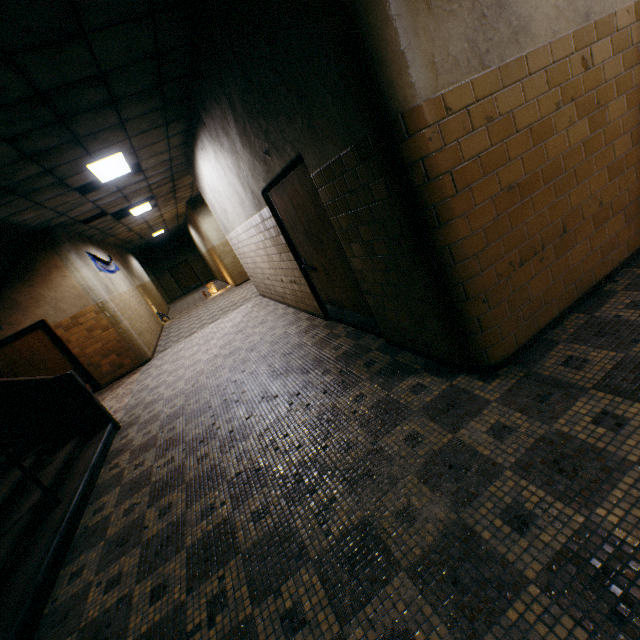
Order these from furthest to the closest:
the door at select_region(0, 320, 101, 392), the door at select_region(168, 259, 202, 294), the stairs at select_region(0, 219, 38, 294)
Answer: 1. the door at select_region(168, 259, 202, 294)
2. the door at select_region(0, 320, 101, 392)
3. the stairs at select_region(0, 219, 38, 294)

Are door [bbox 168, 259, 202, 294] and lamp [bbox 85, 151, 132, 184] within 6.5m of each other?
no

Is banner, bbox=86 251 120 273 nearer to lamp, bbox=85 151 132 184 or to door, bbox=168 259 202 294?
lamp, bbox=85 151 132 184

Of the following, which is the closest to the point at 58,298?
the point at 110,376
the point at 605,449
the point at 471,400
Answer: the point at 110,376

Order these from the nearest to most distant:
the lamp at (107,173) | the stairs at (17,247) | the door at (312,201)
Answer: the door at (312,201) → the lamp at (107,173) → the stairs at (17,247)

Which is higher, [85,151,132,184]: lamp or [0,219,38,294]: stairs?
[85,151,132,184]: lamp

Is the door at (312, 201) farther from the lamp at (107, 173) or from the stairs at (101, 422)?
the stairs at (101, 422)

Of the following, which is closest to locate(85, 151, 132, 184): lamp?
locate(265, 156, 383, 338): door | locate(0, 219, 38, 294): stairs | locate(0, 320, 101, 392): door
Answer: locate(0, 219, 38, 294): stairs
